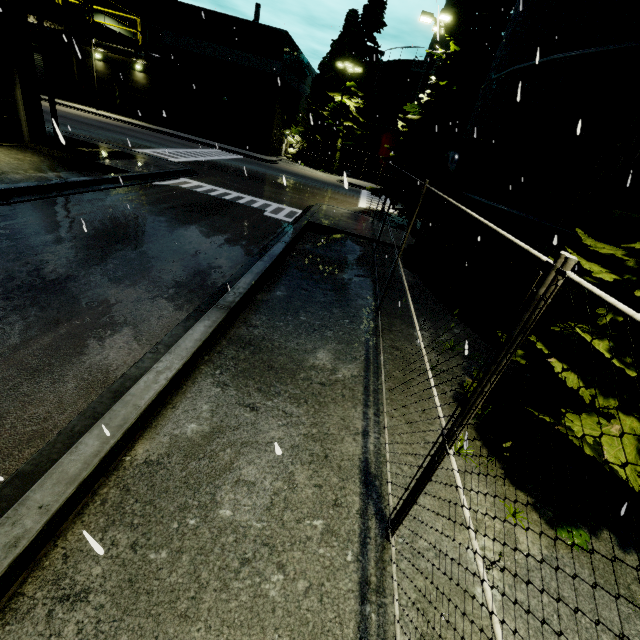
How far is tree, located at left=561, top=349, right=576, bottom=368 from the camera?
3.8 meters

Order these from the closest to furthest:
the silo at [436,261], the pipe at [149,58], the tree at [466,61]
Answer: the silo at [436,261] → the tree at [466,61] → the pipe at [149,58]

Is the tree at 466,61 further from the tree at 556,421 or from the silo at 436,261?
the tree at 556,421

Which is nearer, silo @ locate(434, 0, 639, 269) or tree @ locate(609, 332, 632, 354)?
tree @ locate(609, 332, 632, 354)

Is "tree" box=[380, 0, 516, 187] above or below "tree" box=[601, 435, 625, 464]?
above

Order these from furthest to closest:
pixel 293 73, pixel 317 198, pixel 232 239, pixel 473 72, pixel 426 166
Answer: pixel 293 73
pixel 317 198
pixel 426 166
pixel 473 72
pixel 232 239

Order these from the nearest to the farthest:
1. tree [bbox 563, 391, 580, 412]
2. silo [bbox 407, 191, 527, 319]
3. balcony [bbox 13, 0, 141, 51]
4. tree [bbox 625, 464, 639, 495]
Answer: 1. tree [bbox 625, 464, 639, 495]
2. tree [bbox 563, 391, 580, 412]
3. silo [bbox 407, 191, 527, 319]
4. balcony [bbox 13, 0, 141, 51]

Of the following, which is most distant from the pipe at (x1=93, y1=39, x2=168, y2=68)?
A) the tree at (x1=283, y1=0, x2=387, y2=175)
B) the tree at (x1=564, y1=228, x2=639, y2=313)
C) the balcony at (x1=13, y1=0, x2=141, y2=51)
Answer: the tree at (x1=564, y1=228, x2=639, y2=313)
